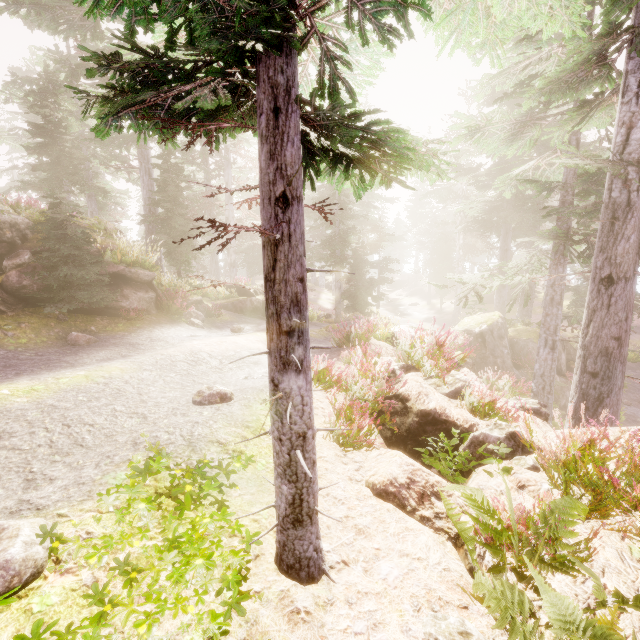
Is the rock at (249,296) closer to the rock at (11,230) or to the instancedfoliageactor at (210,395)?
the instancedfoliageactor at (210,395)

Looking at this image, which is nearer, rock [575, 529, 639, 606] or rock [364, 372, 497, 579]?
rock [575, 529, 639, 606]

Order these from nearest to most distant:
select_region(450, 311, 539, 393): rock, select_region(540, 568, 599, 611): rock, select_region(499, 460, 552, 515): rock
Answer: select_region(540, 568, 599, 611): rock → select_region(499, 460, 552, 515): rock → select_region(450, 311, 539, 393): rock

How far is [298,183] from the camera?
2.1m

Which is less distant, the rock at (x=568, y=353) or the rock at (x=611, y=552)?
the rock at (x=611, y=552)

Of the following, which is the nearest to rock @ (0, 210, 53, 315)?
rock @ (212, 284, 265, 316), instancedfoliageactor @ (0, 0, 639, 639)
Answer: instancedfoliageactor @ (0, 0, 639, 639)

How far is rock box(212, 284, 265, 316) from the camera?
16.9 meters
